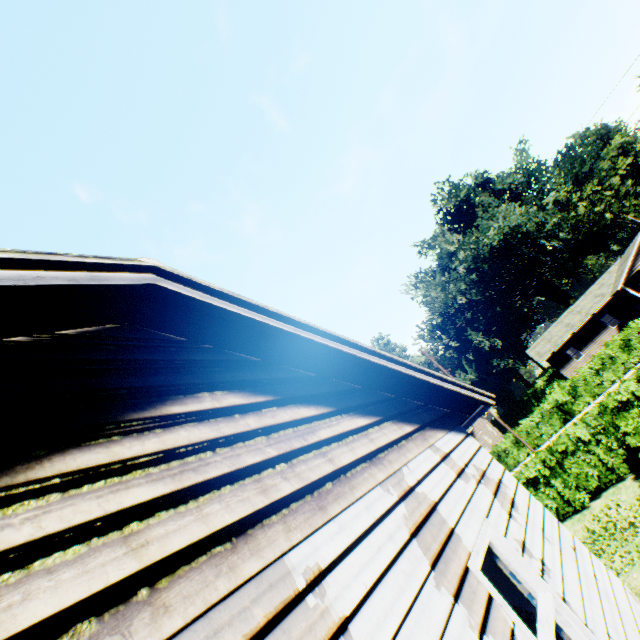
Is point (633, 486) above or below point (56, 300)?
below

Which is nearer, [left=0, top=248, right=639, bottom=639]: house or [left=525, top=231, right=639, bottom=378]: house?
[left=0, top=248, right=639, bottom=639]: house

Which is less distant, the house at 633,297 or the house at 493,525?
the house at 493,525
